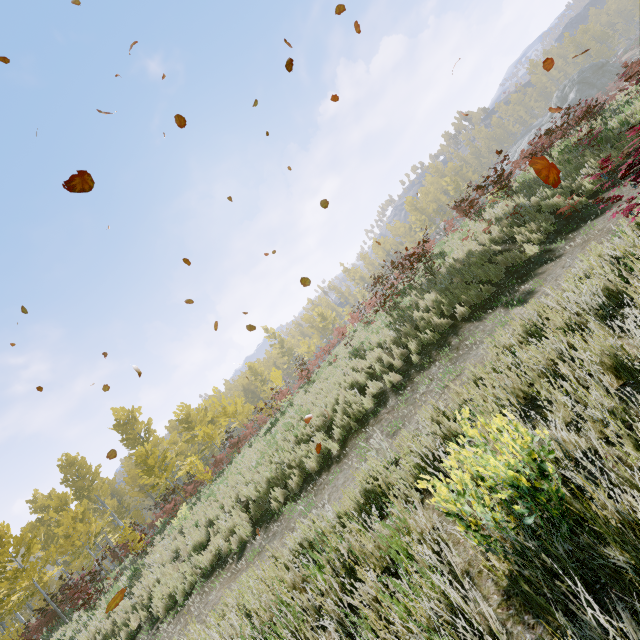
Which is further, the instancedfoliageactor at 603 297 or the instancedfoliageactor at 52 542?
the instancedfoliageactor at 52 542

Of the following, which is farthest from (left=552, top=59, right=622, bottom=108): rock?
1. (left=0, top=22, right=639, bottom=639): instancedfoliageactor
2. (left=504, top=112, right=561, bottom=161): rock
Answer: (left=504, top=112, right=561, bottom=161): rock

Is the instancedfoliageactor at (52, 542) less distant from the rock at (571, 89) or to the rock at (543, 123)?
the rock at (571, 89)

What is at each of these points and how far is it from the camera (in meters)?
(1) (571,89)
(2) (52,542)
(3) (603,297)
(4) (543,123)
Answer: (1) rock, 48.50
(2) instancedfoliageactor, 23.83
(3) instancedfoliageactor, 3.12
(4) rock, 45.84

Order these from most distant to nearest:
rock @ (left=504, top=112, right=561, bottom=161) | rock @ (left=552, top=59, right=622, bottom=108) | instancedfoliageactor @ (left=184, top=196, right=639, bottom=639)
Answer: rock @ (left=552, top=59, right=622, bottom=108) → rock @ (left=504, top=112, right=561, bottom=161) → instancedfoliageactor @ (left=184, top=196, right=639, bottom=639)

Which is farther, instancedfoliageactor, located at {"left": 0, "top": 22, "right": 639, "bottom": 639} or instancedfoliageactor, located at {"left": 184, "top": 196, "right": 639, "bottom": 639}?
instancedfoliageactor, located at {"left": 0, "top": 22, "right": 639, "bottom": 639}

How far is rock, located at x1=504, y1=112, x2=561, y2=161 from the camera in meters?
43.4
